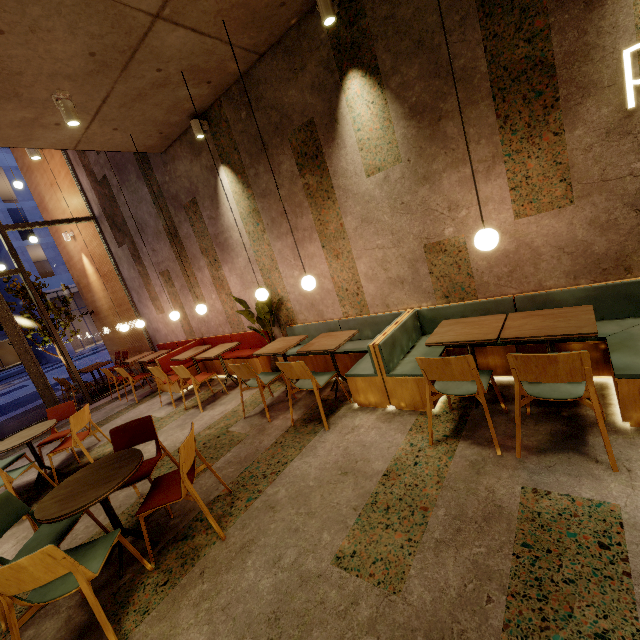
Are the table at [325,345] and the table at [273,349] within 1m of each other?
yes

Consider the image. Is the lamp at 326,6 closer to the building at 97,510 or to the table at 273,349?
the building at 97,510

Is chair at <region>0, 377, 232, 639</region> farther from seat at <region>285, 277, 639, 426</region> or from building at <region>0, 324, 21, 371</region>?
building at <region>0, 324, 21, 371</region>

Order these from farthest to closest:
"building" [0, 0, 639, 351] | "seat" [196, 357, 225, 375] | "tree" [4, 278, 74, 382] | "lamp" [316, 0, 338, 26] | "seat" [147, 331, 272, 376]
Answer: "tree" [4, 278, 74, 382] < "seat" [196, 357, 225, 375] < "seat" [147, 331, 272, 376] < "lamp" [316, 0, 338, 26] < "building" [0, 0, 639, 351]

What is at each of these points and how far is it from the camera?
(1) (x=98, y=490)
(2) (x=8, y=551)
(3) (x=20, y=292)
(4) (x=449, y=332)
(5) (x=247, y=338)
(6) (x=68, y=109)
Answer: (1) table, 2.4m
(2) building, 3.3m
(3) tree, 9.6m
(4) table, 3.2m
(5) seat, 6.6m
(6) lamp, 3.8m

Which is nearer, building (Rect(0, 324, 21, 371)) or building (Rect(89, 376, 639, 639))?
building (Rect(89, 376, 639, 639))

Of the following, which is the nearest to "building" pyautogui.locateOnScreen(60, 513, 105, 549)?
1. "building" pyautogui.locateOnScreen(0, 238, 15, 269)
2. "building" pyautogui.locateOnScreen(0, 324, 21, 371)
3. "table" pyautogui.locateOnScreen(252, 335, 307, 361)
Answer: "table" pyautogui.locateOnScreen(252, 335, 307, 361)

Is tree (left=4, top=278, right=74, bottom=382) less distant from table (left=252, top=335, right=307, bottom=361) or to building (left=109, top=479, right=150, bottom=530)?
building (left=109, top=479, right=150, bottom=530)
